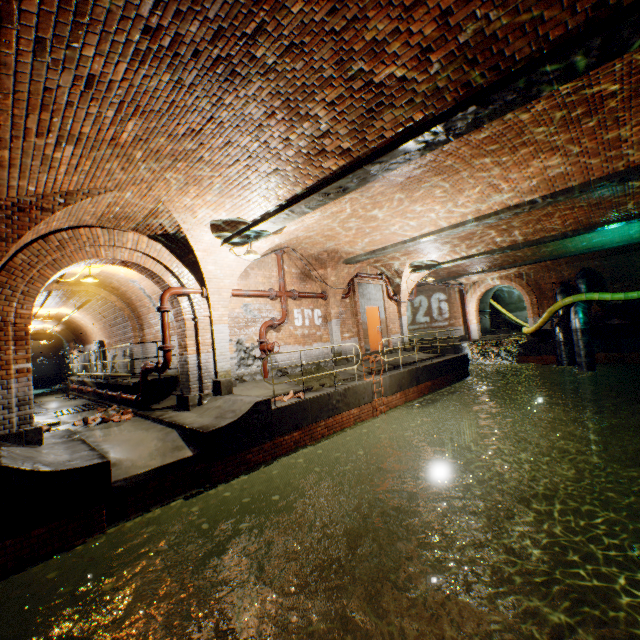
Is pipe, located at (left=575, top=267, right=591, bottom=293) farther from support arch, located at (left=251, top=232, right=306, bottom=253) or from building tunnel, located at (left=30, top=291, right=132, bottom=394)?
building tunnel, located at (left=30, top=291, right=132, bottom=394)

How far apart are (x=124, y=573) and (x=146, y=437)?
2.38m

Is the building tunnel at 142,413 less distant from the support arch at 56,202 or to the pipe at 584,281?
the support arch at 56,202

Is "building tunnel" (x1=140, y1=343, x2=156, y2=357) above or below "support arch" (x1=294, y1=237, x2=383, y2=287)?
below

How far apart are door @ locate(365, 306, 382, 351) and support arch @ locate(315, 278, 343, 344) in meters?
1.8

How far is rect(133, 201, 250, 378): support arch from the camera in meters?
7.5 m

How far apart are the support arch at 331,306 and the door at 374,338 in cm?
182

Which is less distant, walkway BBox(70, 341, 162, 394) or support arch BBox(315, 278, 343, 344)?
walkway BBox(70, 341, 162, 394)
